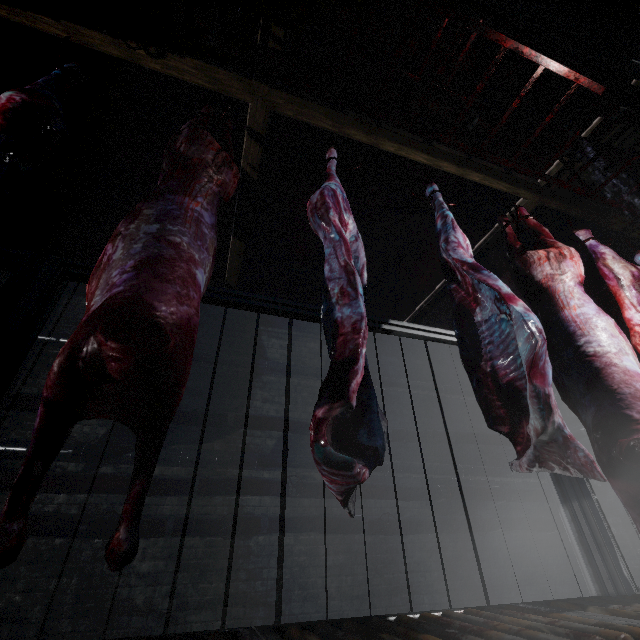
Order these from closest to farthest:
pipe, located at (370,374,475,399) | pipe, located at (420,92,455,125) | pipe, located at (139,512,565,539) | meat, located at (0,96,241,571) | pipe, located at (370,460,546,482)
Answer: meat, located at (0,96,241,571) < pipe, located at (420,92,455,125) < pipe, located at (139,512,565,539) < pipe, located at (370,460,546,482) < pipe, located at (370,374,475,399)

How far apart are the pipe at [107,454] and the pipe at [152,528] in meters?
0.1

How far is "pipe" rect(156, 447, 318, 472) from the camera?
3.71m

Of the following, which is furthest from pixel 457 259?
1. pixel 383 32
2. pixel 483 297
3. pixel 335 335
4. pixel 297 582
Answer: pixel 297 582

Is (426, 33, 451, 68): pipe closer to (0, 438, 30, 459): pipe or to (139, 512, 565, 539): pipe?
(0, 438, 30, 459): pipe

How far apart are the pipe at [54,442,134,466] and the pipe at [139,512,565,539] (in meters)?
0.11
